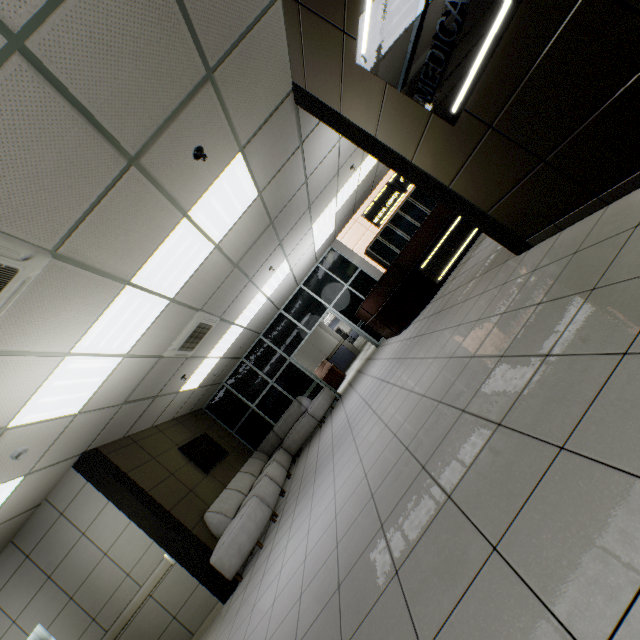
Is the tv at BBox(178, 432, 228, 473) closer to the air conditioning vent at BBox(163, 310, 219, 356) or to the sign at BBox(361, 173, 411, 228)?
the air conditioning vent at BBox(163, 310, 219, 356)

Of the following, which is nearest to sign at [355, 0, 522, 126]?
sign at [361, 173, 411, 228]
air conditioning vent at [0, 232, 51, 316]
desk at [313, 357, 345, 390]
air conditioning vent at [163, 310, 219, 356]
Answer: air conditioning vent at [0, 232, 51, 316]

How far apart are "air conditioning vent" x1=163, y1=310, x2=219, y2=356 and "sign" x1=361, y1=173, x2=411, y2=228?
6.55m

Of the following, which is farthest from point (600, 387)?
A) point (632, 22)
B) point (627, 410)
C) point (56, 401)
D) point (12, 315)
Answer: point (56, 401)

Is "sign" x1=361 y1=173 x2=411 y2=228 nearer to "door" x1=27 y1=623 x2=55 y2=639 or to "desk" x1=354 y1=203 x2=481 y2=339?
"desk" x1=354 y1=203 x2=481 y2=339

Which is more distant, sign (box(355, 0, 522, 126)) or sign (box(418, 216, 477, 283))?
sign (box(418, 216, 477, 283))

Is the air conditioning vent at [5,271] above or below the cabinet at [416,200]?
above

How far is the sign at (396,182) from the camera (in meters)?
10.83
